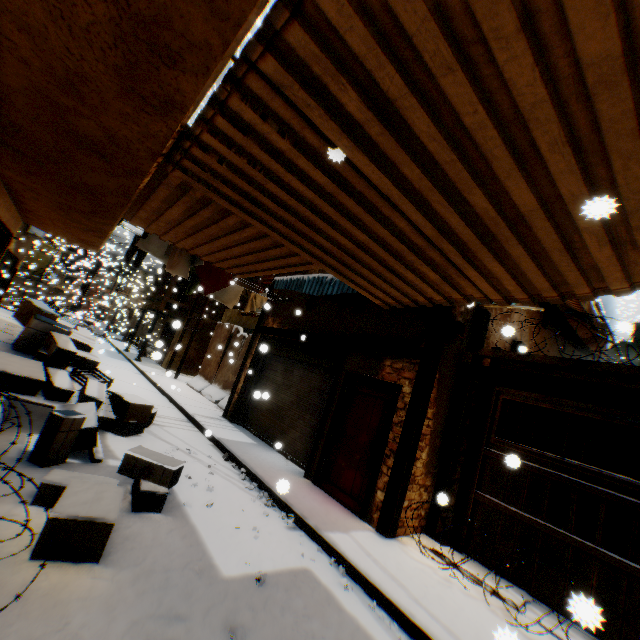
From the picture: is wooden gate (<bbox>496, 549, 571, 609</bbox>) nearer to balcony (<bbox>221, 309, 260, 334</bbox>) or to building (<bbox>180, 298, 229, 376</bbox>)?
building (<bbox>180, 298, 229, 376</bbox>)

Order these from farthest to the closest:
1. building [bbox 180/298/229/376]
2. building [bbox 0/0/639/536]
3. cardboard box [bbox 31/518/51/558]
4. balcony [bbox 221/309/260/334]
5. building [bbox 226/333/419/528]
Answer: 1. building [bbox 180/298/229/376]
2. balcony [bbox 221/309/260/334]
3. building [bbox 226/333/419/528]
4. cardboard box [bbox 31/518/51/558]
5. building [bbox 0/0/639/536]

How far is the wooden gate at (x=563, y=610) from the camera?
1.35m

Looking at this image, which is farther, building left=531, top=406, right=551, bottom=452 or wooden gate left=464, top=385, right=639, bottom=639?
building left=531, top=406, right=551, bottom=452

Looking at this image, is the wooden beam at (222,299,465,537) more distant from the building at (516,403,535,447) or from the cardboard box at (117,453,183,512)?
the cardboard box at (117,453,183,512)

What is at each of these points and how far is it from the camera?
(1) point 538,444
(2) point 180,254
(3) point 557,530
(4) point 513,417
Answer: (1) building, 8.6 meters
(2) dryer, 6.5 meters
(3) wooden gate, 4.8 meters
(4) building, 7.4 meters

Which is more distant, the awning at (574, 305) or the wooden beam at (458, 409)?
the awning at (574, 305)

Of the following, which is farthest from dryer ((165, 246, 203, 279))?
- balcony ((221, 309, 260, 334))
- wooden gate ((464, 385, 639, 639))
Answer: wooden gate ((464, 385, 639, 639))
